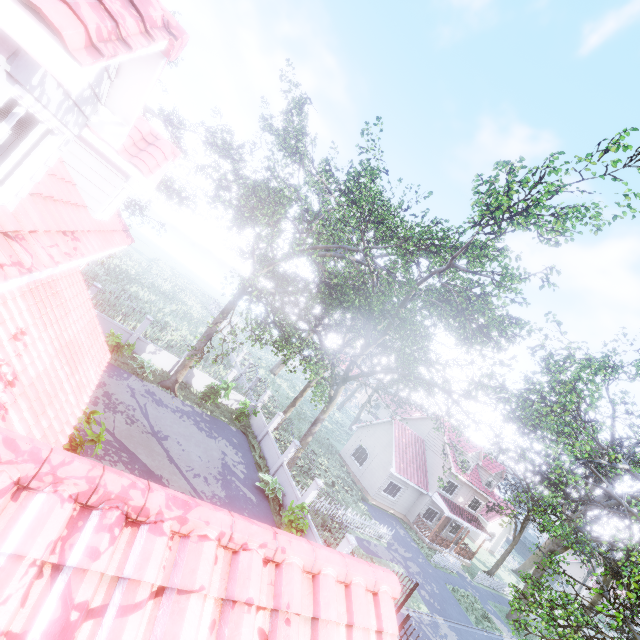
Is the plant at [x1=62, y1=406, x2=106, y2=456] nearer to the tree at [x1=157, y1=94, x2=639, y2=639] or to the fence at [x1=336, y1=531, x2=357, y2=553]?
the tree at [x1=157, y1=94, x2=639, y2=639]

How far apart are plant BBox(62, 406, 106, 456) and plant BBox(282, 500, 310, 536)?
8.17m

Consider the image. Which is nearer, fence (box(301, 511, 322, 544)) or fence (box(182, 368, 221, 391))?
fence (box(301, 511, 322, 544))

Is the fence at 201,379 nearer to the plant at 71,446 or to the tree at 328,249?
the tree at 328,249

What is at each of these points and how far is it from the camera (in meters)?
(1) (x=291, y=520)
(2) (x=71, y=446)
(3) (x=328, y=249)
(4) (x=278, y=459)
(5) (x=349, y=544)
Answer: (1) plant, 14.16
(2) plant, 8.88
(3) tree, 23.75
(4) fence, 18.95
(5) fence, 12.68

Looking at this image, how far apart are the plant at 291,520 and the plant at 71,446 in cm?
817

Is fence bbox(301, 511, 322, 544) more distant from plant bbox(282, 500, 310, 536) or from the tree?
the tree
